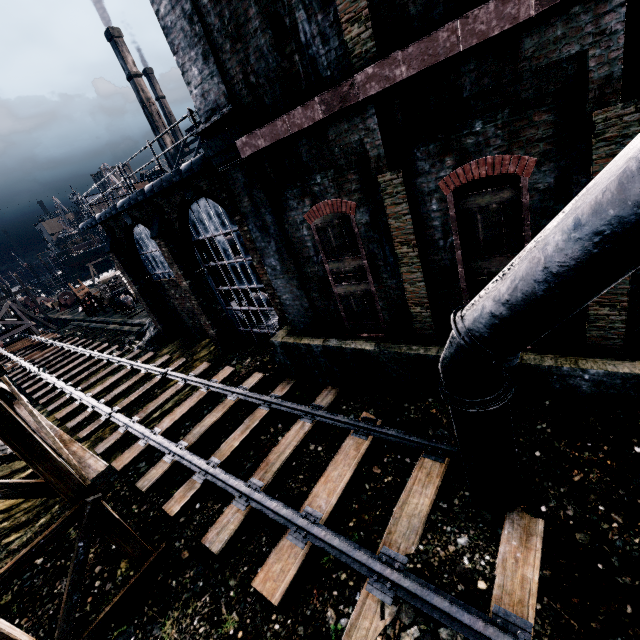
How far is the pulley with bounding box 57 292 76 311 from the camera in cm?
4866

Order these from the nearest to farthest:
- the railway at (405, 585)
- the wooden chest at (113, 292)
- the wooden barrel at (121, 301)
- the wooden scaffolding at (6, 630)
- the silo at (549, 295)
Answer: the silo at (549, 295) → the railway at (405, 585) → the wooden scaffolding at (6, 630) → the wooden barrel at (121, 301) → the wooden chest at (113, 292)

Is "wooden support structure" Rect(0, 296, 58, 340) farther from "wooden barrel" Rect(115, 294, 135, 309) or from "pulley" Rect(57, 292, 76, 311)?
"wooden barrel" Rect(115, 294, 135, 309)

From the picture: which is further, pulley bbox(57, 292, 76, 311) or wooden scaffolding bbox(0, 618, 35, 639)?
pulley bbox(57, 292, 76, 311)

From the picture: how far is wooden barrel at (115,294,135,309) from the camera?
32.6 meters

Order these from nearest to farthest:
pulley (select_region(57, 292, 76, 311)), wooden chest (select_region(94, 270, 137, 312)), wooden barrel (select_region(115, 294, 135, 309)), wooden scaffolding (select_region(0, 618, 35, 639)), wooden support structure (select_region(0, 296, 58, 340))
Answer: Result: wooden scaffolding (select_region(0, 618, 35, 639)) < wooden barrel (select_region(115, 294, 135, 309)) < wooden chest (select_region(94, 270, 137, 312)) < wooden support structure (select_region(0, 296, 58, 340)) < pulley (select_region(57, 292, 76, 311))

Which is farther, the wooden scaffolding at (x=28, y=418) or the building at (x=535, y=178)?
the wooden scaffolding at (x=28, y=418)

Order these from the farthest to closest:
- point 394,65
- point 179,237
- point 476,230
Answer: point 179,237 → point 476,230 → point 394,65
